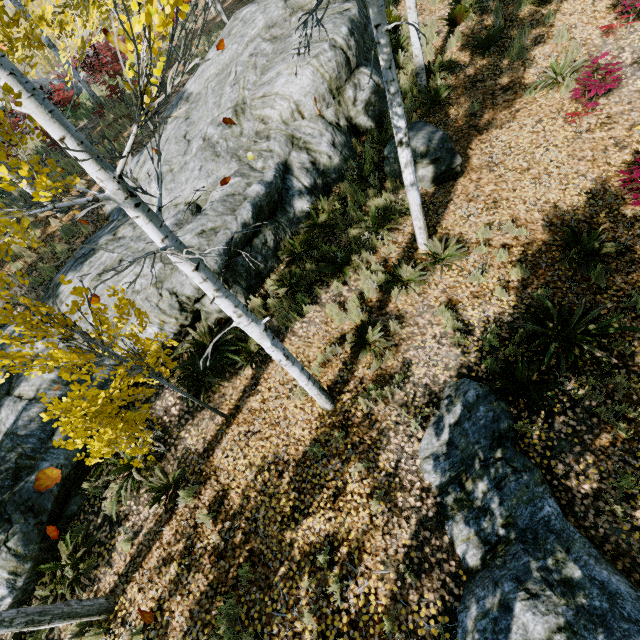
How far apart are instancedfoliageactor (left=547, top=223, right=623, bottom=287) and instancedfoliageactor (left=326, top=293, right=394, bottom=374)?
3.51m

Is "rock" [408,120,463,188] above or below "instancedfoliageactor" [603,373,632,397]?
above

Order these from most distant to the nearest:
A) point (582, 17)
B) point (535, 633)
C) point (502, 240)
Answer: point (582, 17)
point (502, 240)
point (535, 633)

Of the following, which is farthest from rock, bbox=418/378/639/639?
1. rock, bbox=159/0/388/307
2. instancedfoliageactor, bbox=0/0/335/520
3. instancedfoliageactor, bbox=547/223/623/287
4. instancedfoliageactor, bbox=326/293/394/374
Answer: rock, bbox=159/0/388/307

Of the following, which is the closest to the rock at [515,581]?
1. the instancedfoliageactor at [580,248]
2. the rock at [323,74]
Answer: the instancedfoliageactor at [580,248]

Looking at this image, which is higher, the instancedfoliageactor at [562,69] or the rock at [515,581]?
the instancedfoliageactor at [562,69]

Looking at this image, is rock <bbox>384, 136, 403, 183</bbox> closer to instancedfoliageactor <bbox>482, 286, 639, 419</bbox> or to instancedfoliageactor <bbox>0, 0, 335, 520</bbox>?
instancedfoliageactor <bbox>0, 0, 335, 520</bbox>

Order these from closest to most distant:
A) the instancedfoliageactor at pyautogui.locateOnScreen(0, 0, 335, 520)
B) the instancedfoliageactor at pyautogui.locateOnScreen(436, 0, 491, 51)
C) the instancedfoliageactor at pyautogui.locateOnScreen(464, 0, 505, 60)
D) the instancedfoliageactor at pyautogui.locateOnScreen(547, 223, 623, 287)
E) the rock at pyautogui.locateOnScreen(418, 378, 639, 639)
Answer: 1. the instancedfoliageactor at pyautogui.locateOnScreen(0, 0, 335, 520)
2. the rock at pyautogui.locateOnScreen(418, 378, 639, 639)
3. the instancedfoliageactor at pyautogui.locateOnScreen(547, 223, 623, 287)
4. the instancedfoliageactor at pyautogui.locateOnScreen(464, 0, 505, 60)
5. the instancedfoliageactor at pyautogui.locateOnScreen(436, 0, 491, 51)
